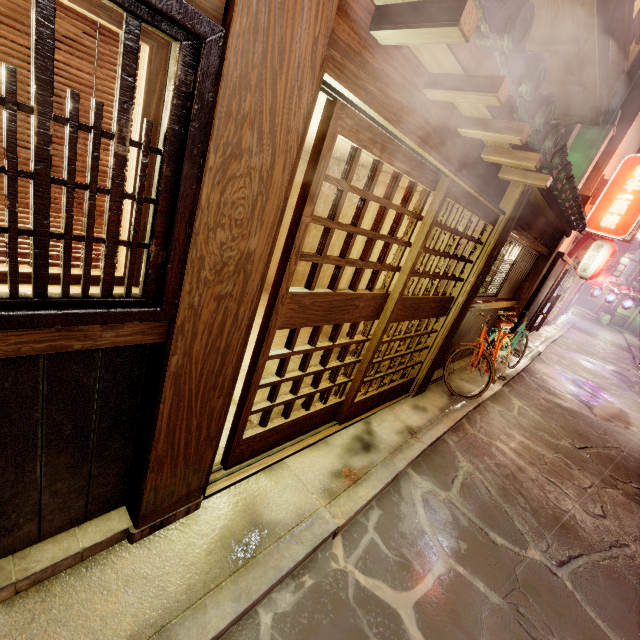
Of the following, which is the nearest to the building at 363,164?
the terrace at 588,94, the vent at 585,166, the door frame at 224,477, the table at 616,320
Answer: the door frame at 224,477

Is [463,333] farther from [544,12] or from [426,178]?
[544,12]

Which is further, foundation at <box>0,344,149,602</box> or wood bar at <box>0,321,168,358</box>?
foundation at <box>0,344,149,602</box>

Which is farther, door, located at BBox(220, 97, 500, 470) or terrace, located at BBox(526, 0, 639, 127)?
terrace, located at BBox(526, 0, 639, 127)

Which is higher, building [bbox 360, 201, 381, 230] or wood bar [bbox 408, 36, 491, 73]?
wood bar [bbox 408, 36, 491, 73]

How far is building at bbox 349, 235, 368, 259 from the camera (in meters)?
10.09

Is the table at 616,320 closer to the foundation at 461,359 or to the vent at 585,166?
the vent at 585,166

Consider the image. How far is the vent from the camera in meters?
13.3
